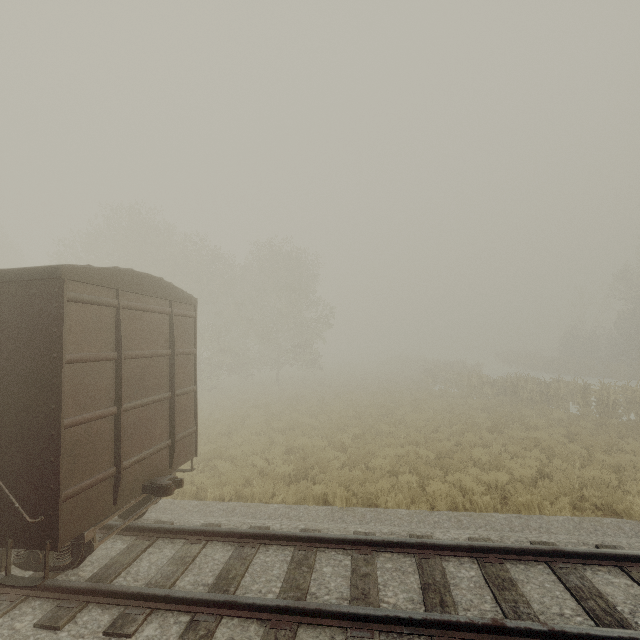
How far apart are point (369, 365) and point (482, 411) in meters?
32.2
